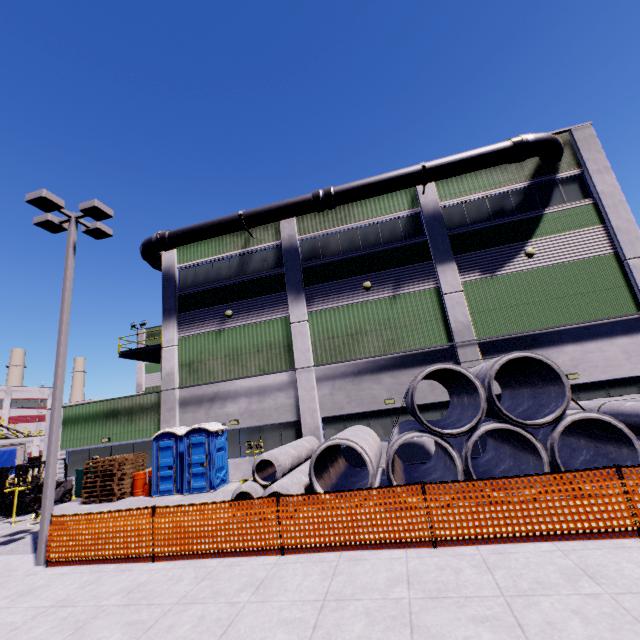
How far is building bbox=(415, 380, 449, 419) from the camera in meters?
15.0

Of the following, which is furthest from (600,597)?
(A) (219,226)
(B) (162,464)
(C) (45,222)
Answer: (A) (219,226)

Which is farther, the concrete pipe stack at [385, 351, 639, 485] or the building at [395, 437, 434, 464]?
the building at [395, 437, 434, 464]

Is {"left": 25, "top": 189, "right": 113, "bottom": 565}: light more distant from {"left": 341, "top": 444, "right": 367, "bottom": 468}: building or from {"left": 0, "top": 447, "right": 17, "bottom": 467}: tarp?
{"left": 0, "top": 447, "right": 17, "bottom": 467}: tarp

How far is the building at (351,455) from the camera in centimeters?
1511cm

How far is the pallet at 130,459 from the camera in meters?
15.3
